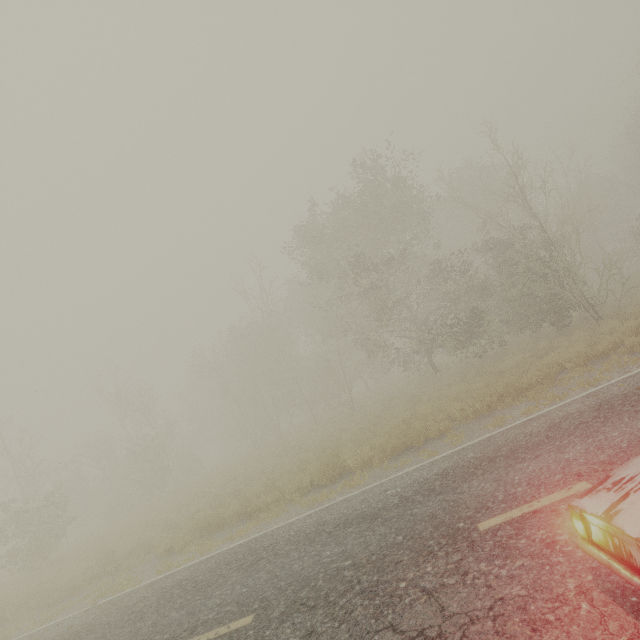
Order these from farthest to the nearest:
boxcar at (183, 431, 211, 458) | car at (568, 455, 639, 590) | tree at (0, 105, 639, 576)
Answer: boxcar at (183, 431, 211, 458)
tree at (0, 105, 639, 576)
car at (568, 455, 639, 590)

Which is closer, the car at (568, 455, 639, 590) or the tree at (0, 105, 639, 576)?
the car at (568, 455, 639, 590)

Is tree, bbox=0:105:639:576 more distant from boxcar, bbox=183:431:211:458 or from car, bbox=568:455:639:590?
boxcar, bbox=183:431:211:458

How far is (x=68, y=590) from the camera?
11.6 meters

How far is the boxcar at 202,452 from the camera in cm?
5566

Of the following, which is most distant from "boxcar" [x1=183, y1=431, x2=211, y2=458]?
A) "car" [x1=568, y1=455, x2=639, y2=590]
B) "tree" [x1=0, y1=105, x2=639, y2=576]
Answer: "car" [x1=568, y1=455, x2=639, y2=590]

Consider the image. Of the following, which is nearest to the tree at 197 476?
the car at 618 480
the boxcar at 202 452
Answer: the car at 618 480
